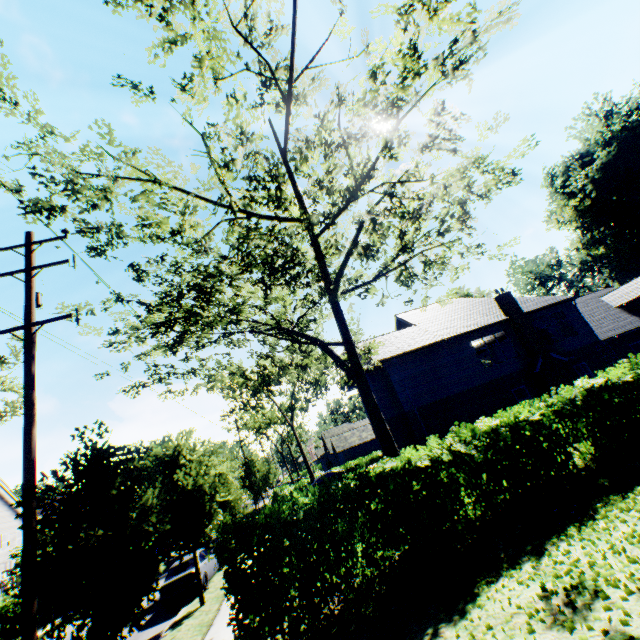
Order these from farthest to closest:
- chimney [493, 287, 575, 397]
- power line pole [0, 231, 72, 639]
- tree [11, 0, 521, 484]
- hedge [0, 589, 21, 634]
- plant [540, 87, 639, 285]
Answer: plant [540, 87, 639, 285] → hedge [0, 589, 21, 634] → chimney [493, 287, 575, 397] → tree [11, 0, 521, 484] → power line pole [0, 231, 72, 639]

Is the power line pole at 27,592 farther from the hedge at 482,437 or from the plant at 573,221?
the plant at 573,221

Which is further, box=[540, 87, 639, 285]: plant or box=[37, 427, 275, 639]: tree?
box=[540, 87, 639, 285]: plant

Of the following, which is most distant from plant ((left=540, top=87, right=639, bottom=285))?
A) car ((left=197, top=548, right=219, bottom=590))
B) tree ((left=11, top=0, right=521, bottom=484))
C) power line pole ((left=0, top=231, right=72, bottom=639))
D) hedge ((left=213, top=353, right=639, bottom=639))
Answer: power line pole ((left=0, top=231, right=72, bottom=639))

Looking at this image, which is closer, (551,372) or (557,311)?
(551,372)

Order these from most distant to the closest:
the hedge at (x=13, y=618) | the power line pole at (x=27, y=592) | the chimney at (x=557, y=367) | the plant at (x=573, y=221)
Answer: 1. the plant at (x=573, y=221)
2. the hedge at (x=13, y=618)
3. the chimney at (x=557, y=367)
4. the power line pole at (x=27, y=592)

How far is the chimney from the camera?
20.2 meters

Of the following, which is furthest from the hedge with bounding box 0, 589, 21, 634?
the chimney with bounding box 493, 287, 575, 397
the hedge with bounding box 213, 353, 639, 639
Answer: the chimney with bounding box 493, 287, 575, 397
